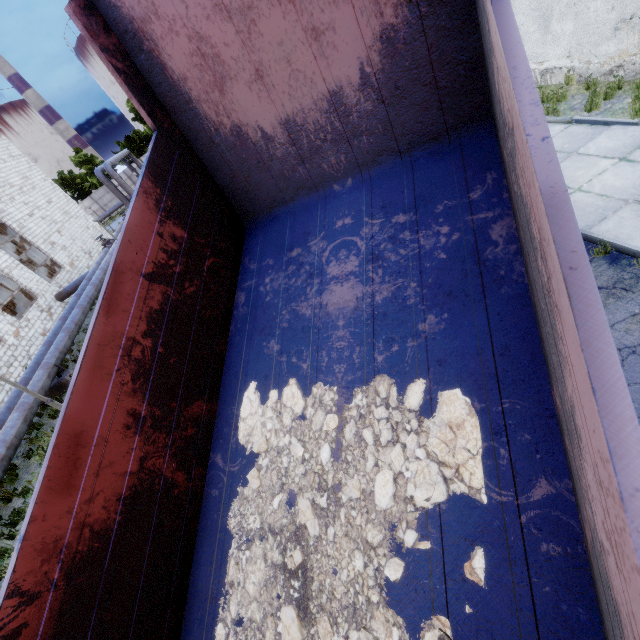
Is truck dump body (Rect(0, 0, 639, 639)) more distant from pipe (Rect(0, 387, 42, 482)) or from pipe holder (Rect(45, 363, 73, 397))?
pipe holder (Rect(45, 363, 73, 397))

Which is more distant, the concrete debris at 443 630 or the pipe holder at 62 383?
the pipe holder at 62 383

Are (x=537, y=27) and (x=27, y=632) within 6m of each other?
no

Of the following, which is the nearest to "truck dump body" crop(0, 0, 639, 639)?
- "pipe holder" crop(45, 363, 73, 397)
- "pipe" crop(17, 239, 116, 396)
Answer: "pipe" crop(17, 239, 116, 396)

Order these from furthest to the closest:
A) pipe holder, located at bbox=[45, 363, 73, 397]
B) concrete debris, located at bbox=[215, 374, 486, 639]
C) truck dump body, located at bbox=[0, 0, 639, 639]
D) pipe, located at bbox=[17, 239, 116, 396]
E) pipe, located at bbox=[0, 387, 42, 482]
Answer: pipe holder, located at bbox=[45, 363, 73, 397]
pipe, located at bbox=[17, 239, 116, 396]
pipe, located at bbox=[0, 387, 42, 482]
concrete debris, located at bbox=[215, 374, 486, 639]
truck dump body, located at bbox=[0, 0, 639, 639]

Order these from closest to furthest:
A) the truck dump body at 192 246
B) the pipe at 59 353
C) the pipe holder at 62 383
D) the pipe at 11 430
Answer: the truck dump body at 192 246
the pipe at 11 430
the pipe at 59 353
the pipe holder at 62 383

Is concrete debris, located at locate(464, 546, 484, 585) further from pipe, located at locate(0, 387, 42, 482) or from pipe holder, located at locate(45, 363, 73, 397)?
pipe holder, located at locate(45, 363, 73, 397)
